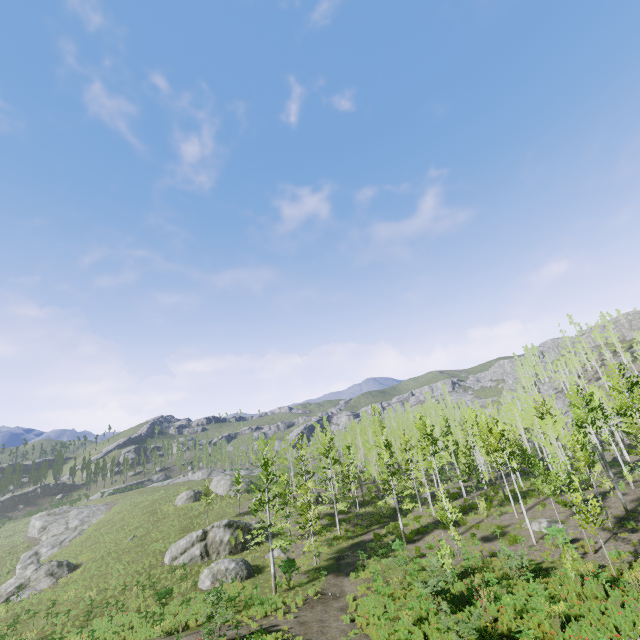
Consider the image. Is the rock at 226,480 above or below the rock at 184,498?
above

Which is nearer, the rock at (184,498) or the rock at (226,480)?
the rock at (184,498)

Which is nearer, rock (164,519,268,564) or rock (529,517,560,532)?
rock (529,517,560,532)

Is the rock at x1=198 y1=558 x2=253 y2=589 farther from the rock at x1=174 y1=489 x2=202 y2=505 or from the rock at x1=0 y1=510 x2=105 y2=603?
the rock at x1=0 y1=510 x2=105 y2=603

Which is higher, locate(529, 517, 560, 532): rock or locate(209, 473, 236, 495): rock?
locate(209, 473, 236, 495): rock

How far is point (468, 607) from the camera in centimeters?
1634cm

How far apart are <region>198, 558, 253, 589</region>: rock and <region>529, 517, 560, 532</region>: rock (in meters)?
22.76
